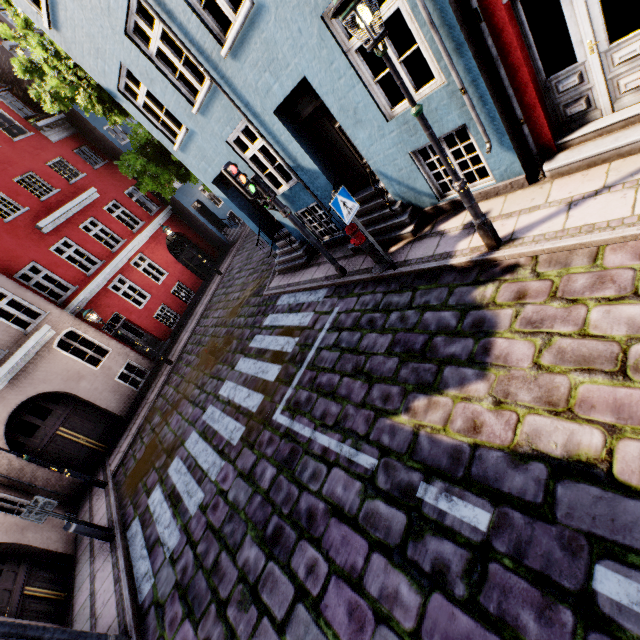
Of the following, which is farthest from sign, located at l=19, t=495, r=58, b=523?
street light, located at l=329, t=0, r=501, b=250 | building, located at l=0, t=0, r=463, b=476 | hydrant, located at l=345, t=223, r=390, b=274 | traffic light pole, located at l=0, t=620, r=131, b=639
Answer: street light, located at l=329, t=0, r=501, b=250

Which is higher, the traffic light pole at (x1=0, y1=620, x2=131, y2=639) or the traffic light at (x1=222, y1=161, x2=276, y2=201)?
the traffic light at (x1=222, y1=161, x2=276, y2=201)

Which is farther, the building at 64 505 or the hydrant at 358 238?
the building at 64 505

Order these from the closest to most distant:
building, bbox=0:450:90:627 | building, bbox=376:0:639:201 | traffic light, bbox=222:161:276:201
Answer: building, bbox=376:0:639:201, traffic light, bbox=222:161:276:201, building, bbox=0:450:90:627

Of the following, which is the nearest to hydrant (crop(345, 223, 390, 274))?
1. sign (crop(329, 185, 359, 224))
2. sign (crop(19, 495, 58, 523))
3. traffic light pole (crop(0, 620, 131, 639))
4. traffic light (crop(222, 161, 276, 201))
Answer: sign (crop(329, 185, 359, 224))

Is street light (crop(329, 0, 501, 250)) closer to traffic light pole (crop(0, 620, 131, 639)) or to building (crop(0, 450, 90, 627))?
building (crop(0, 450, 90, 627))

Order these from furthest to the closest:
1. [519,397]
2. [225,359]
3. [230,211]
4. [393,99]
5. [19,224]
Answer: [230,211] < [19,224] < [225,359] < [393,99] < [519,397]

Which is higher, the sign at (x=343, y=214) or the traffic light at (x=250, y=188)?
the traffic light at (x=250, y=188)
